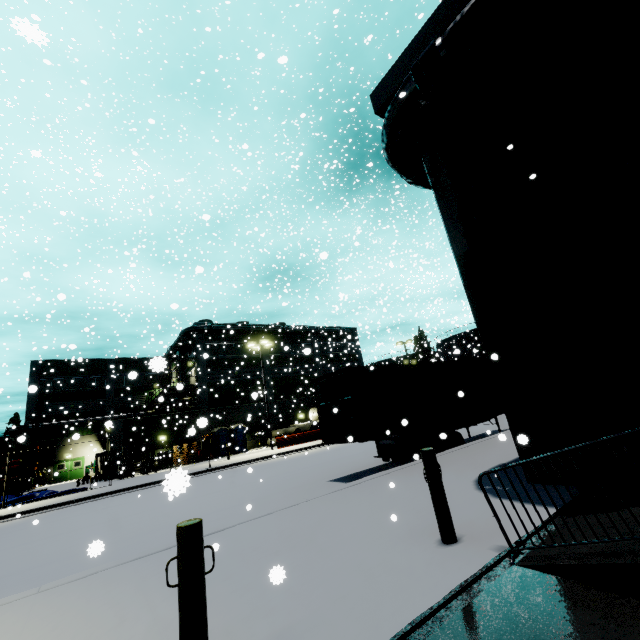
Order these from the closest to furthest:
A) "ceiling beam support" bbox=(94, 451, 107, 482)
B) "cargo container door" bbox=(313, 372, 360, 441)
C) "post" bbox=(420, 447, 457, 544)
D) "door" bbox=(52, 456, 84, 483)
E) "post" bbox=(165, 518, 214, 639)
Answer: "post" bbox=(165, 518, 214, 639) → "post" bbox=(420, 447, 457, 544) → "cargo container door" bbox=(313, 372, 360, 441) → "ceiling beam support" bbox=(94, 451, 107, 482) → "door" bbox=(52, 456, 84, 483)

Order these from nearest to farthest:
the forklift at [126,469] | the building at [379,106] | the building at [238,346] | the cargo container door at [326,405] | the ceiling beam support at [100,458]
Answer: the building at [379,106] < the cargo container door at [326,405] < the forklift at [126,469] < the ceiling beam support at [100,458] < the building at [238,346]

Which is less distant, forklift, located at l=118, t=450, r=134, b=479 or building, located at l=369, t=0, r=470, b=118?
building, located at l=369, t=0, r=470, b=118

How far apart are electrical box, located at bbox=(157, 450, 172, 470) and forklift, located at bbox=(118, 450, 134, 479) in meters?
2.0

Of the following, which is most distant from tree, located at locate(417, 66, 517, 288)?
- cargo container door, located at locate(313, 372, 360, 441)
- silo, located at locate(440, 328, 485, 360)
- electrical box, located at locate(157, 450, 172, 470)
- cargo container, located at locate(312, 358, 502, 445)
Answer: electrical box, located at locate(157, 450, 172, 470)

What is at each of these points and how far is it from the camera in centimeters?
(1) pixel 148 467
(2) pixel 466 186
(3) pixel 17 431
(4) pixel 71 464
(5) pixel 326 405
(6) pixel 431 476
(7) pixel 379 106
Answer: (1) forklift, 2759cm
(2) tree, 727cm
(3) pipe, 3697cm
(4) door, 3938cm
(5) cargo container door, 1164cm
(6) post, 443cm
(7) building, 912cm

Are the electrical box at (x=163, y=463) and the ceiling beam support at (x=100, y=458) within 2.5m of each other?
no

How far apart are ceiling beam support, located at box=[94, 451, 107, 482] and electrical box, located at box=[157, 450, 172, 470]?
5.1m
